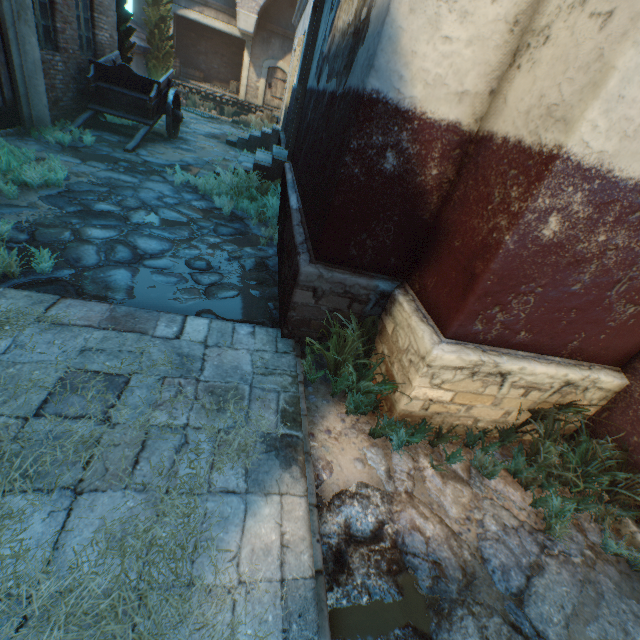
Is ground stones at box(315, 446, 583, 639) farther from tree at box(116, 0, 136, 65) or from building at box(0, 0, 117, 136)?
tree at box(116, 0, 136, 65)

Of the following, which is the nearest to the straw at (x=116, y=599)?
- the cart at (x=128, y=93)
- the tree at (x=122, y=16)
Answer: the cart at (x=128, y=93)

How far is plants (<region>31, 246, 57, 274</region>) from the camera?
3.3 meters

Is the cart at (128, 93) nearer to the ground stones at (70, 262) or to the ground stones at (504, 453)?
the ground stones at (70, 262)

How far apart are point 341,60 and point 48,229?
4.0m

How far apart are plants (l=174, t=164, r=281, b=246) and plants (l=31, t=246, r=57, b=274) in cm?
330

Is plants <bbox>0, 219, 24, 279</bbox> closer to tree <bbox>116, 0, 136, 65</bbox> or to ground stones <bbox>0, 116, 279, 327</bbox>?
ground stones <bbox>0, 116, 279, 327</bbox>

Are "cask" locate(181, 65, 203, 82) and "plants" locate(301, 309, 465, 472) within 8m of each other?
no
